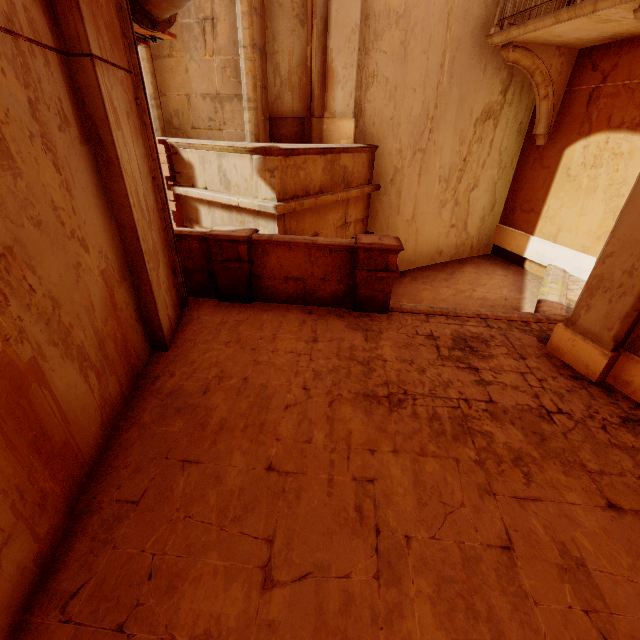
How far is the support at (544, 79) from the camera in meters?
6.8 m

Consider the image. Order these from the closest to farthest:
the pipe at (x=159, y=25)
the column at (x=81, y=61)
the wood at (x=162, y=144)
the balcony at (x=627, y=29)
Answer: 1. the column at (x=81, y=61)
2. the pipe at (x=159, y=25)
3. the balcony at (x=627, y=29)
4. the wood at (x=162, y=144)

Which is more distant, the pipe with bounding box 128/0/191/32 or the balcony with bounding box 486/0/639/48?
the balcony with bounding box 486/0/639/48

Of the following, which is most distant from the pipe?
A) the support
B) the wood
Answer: the support

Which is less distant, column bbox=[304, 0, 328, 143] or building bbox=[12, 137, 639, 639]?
building bbox=[12, 137, 639, 639]

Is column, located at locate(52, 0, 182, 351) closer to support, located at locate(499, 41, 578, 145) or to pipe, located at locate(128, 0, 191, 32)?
pipe, located at locate(128, 0, 191, 32)

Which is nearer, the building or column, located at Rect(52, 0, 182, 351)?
the building

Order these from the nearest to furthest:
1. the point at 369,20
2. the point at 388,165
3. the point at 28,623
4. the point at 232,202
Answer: the point at 28,623, the point at 232,202, the point at 369,20, the point at 388,165
